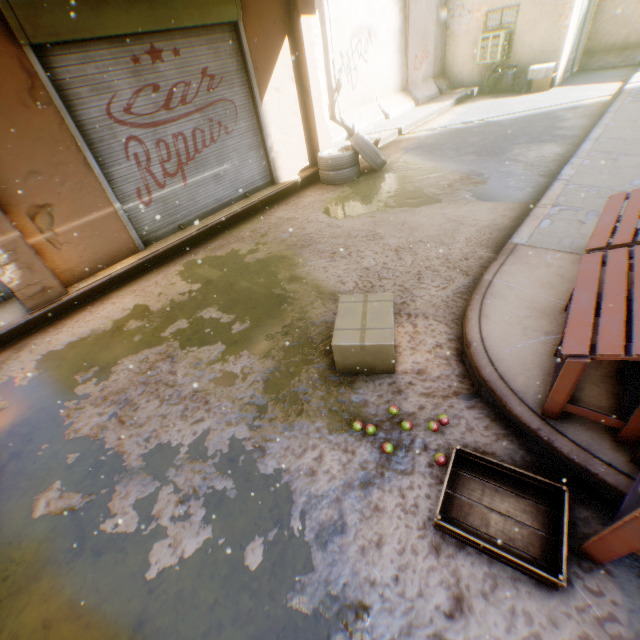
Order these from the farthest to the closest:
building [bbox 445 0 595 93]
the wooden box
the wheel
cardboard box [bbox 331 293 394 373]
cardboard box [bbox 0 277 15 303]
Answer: building [bbox 445 0 595 93] < the wheel < cardboard box [bbox 0 277 15 303] < cardboard box [bbox 331 293 394 373] < the wooden box

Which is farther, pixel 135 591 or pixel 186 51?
pixel 186 51

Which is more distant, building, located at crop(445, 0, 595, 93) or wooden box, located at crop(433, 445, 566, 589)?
Result: building, located at crop(445, 0, 595, 93)

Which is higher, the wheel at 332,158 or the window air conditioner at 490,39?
the window air conditioner at 490,39

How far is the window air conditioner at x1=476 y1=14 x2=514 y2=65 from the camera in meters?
11.2 m

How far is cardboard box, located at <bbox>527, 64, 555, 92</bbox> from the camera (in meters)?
10.85

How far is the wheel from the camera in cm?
695

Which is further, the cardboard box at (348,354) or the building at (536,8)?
the building at (536,8)
